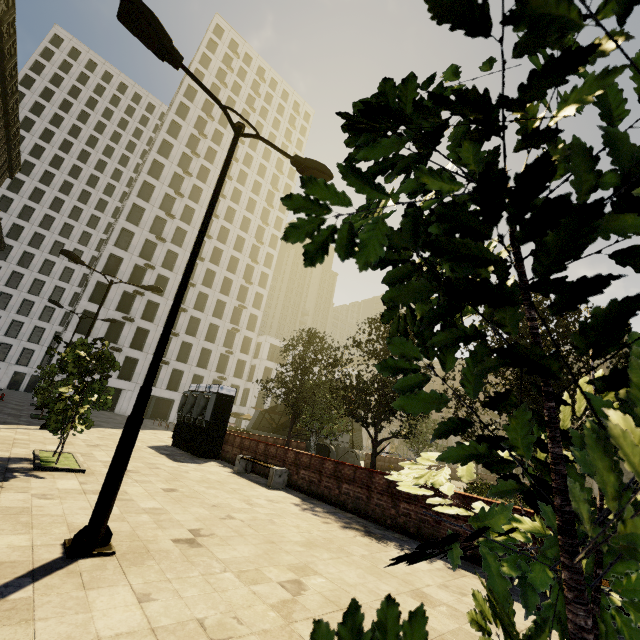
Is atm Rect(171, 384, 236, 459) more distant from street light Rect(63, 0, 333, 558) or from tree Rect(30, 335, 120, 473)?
street light Rect(63, 0, 333, 558)

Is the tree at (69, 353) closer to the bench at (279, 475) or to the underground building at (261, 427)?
the underground building at (261, 427)

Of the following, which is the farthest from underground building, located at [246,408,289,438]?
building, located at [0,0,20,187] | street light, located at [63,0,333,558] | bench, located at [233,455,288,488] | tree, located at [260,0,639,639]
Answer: building, located at [0,0,20,187]

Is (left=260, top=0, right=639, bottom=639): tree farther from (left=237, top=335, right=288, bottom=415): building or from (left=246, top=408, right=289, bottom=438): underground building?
(left=237, top=335, right=288, bottom=415): building

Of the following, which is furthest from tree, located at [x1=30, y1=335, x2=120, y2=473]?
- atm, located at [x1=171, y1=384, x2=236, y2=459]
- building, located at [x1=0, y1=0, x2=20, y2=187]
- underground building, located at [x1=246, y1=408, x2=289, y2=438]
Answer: atm, located at [x1=171, y1=384, x2=236, y2=459]

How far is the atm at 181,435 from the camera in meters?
14.8

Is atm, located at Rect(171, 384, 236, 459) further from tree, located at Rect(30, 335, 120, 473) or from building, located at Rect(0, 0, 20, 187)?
building, located at Rect(0, 0, 20, 187)

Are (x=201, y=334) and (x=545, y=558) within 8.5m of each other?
no
